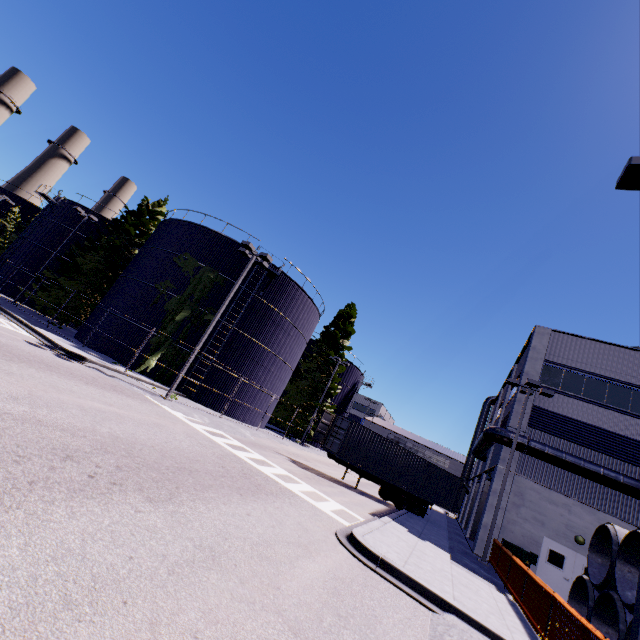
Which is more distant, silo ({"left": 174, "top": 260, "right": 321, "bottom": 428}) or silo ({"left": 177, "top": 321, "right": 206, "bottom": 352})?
silo ({"left": 174, "top": 260, "right": 321, "bottom": 428})

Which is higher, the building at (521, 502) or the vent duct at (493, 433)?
the vent duct at (493, 433)

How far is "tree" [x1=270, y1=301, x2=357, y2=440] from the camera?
35.6 meters

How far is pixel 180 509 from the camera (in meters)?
5.80

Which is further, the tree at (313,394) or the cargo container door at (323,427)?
the tree at (313,394)

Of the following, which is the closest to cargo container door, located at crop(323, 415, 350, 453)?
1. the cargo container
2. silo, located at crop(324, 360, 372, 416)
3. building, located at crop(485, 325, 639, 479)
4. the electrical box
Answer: the cargo container

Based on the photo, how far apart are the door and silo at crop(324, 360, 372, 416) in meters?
27.0 m

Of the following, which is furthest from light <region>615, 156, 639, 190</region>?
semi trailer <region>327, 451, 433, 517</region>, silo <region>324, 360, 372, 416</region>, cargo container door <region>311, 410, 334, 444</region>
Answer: silo <region>324, 360, 372, 416</region>
